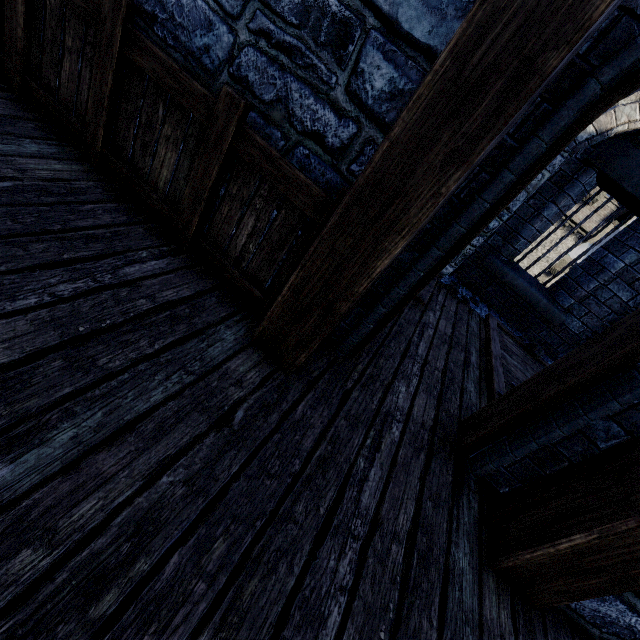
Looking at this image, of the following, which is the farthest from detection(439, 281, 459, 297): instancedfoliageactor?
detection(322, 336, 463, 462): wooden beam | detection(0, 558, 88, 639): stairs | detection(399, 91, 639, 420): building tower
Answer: detection(0, 558, 88, 639): stairs

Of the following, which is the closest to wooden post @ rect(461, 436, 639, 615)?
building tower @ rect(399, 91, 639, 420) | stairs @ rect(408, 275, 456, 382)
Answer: building tower @ rect(399, 91, 639, 420)

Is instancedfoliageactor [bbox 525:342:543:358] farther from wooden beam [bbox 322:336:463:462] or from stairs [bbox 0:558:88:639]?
stairs [bbox 0:558:88:639]

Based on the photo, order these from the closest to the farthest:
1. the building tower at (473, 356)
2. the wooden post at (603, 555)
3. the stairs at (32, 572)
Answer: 1. the stairs at (32, 572)
2. the wooden post at (603, 555)
3. the building tower at (473, 356)

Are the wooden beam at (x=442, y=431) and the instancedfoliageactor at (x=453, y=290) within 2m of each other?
no

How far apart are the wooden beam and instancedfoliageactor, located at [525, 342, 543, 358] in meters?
3.2 m

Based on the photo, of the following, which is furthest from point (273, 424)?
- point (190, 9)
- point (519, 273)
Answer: point (519, 273)

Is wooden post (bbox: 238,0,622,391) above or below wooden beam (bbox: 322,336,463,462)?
above
